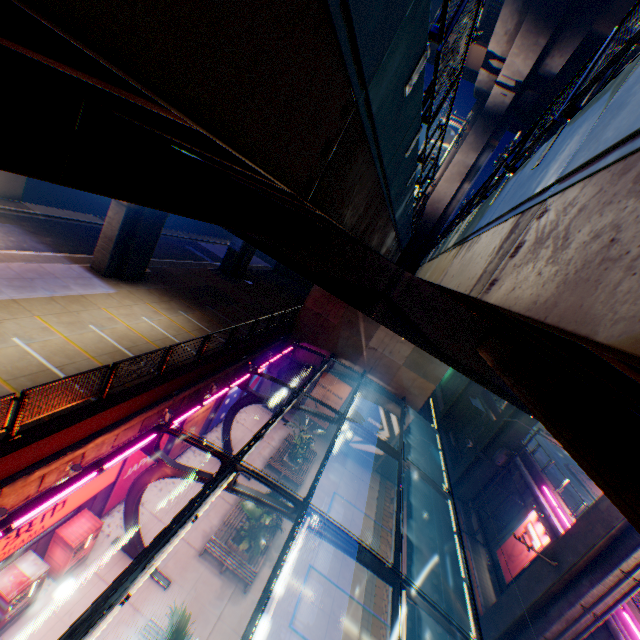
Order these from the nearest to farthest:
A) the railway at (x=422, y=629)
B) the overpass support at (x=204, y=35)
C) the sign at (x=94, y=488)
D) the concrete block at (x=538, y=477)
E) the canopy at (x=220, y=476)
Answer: the overpass support at (x=204, y=35) < the canopy at (x=220, y=476) < the sign at (x=94, y=488) < the railway at (x=422, y=629) < the concrete block at (x=538, y=477)

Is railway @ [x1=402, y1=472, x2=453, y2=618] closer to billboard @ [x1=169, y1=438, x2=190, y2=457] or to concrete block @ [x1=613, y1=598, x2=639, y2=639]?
concrete block @ [x1=613, y1=598, x2=639, y2=639]

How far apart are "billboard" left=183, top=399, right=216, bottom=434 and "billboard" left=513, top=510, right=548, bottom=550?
22.1m

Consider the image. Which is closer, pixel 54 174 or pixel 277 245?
pixel 54 174

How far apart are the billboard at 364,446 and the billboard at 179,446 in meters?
12.1

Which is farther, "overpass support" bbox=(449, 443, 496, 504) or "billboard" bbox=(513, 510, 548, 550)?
"overpass support" bbox=(449, 443, 496, 504)

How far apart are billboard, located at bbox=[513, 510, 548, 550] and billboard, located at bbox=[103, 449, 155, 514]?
23.14m

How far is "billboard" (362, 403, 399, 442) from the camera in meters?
24.9 m
